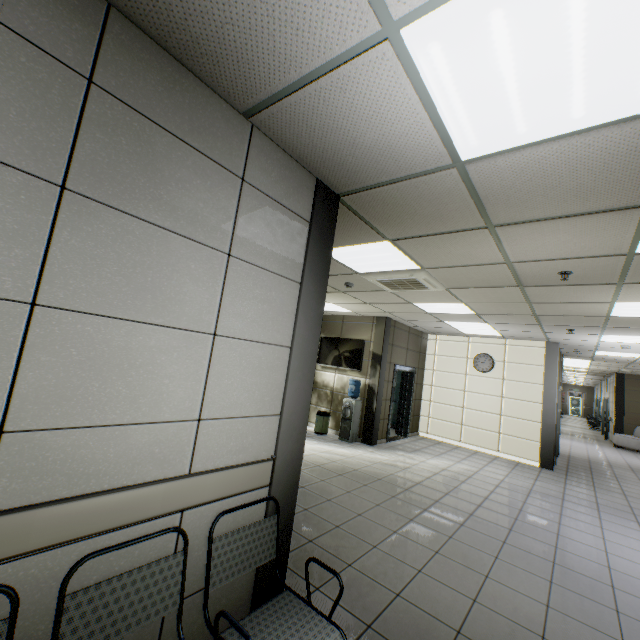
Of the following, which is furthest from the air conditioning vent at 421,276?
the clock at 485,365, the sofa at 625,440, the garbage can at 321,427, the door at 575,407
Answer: the door at 575,407

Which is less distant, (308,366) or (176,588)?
(176,588)

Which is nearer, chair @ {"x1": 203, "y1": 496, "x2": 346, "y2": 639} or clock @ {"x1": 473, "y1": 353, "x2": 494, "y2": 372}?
chair @ {"x1": 203, "y1": 496, "x2": 346, "y2": 639}

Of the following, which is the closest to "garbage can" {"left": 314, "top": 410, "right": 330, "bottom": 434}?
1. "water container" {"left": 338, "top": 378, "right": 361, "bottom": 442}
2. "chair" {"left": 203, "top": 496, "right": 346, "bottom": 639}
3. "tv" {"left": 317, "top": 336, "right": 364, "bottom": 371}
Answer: "water container" {"left": 338, "top": 378, "right": 361, "bottom": 442}

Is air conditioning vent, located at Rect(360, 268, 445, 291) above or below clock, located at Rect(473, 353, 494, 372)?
above

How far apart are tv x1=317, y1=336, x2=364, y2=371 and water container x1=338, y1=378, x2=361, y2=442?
0.3m

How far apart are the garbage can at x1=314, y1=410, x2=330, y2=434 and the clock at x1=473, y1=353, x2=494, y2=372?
4.6 meters

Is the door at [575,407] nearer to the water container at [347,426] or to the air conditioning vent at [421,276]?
the water container at [347,426]
